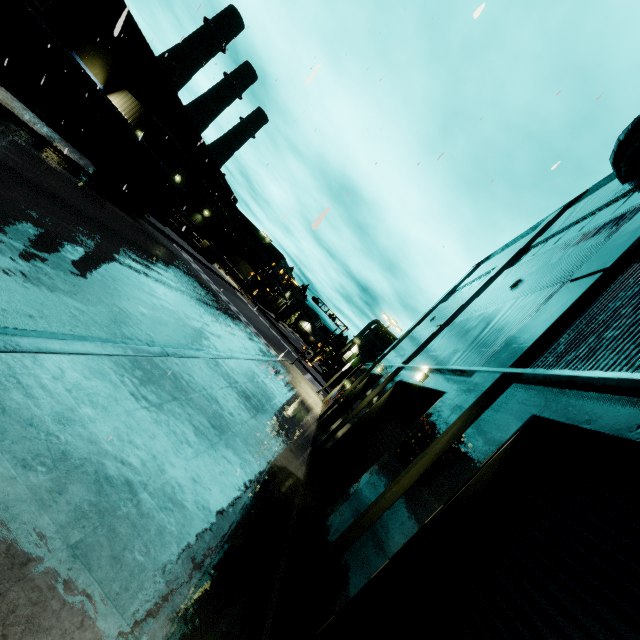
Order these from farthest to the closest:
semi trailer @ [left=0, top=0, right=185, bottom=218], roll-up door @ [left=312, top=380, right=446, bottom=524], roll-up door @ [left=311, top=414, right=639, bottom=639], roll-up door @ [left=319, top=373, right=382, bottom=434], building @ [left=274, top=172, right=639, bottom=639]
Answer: roll-up door @ [left=319, top=373, right=382, bottom=434]
semi trailer @ [left=0, top=0, right=185, bottom=218]
roll-up door @ [left=312, top=380, right=446, bottom=524]
building @ [left=274, top=172, right=639, bottom=639]
roll-up door @ [left=311, top=414, right=639, bottom=639]

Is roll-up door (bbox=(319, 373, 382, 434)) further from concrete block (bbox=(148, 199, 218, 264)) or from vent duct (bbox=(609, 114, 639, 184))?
concrete block (bbox=(148, 199, 218, 264))

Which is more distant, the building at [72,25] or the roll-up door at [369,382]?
the building at [72,25]

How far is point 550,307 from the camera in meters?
5.9

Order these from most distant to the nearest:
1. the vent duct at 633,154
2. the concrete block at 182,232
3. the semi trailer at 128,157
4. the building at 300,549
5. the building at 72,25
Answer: the concrete block at 182,232 → the building at 72,25 → the semi trailer at 128,157 → the vent duct at 633,154 → the building at 300,549

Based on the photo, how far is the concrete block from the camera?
31.3 meters

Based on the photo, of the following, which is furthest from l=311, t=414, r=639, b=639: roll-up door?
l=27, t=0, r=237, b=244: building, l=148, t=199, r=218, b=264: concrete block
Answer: l=148, t=199, r=218, b=264: concrete block

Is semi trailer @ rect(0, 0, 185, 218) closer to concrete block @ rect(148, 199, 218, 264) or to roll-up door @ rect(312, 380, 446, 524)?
roll-up door @ rect(312, 380, 446, 524)
